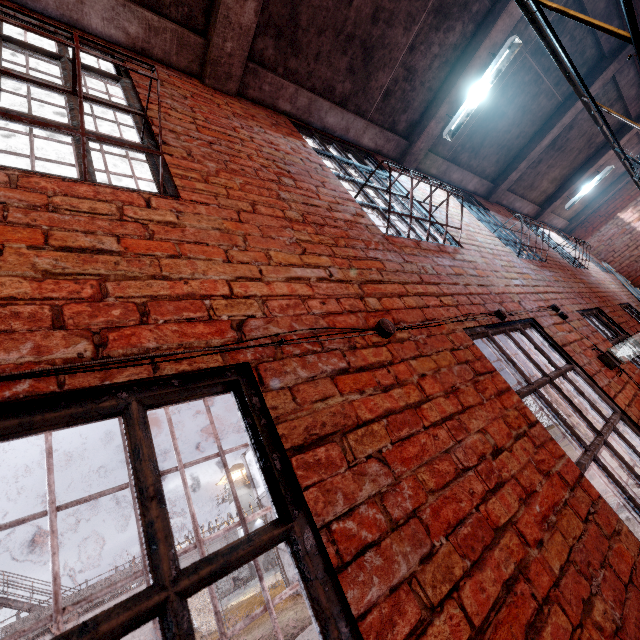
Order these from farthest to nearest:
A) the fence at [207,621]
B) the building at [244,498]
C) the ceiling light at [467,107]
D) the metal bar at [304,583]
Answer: the building at [244,498], the fence at [207,621], the ceiling light at [467,107], the metal bar at [304,583]

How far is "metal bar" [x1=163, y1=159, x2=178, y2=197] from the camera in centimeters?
164cm

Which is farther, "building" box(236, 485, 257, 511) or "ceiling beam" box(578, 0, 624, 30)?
"building" box(236, 485, 257, 511)

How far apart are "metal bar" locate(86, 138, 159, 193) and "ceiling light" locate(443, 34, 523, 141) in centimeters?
376cm

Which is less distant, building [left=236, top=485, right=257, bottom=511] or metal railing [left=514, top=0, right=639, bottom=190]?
metal railing [left=514, top=0, right=639, bottom=190]

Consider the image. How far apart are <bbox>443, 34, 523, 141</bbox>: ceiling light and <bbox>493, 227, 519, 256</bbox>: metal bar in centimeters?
96cm

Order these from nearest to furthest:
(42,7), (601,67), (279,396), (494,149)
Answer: (279,396)
(42,7)
(601,67)
(494,149)

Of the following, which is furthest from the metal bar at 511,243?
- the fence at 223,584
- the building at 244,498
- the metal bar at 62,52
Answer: the building at 244,498
